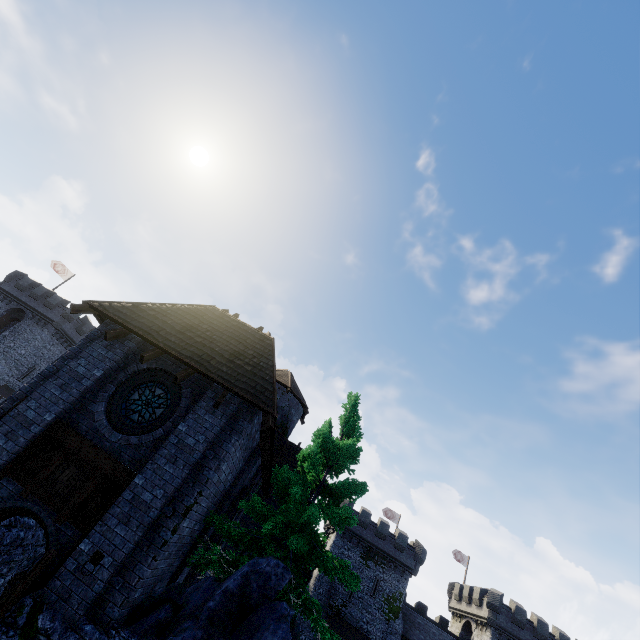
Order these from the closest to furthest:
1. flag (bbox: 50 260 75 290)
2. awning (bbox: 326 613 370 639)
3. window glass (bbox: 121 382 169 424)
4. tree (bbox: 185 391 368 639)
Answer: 1. tree (bbox: 185 391 368 639)
2. window glass (bbox: 121 382 169 424)
3. awning (bbox: 326 613 370 639)
4. flag (bbox: 50 260 75 290)

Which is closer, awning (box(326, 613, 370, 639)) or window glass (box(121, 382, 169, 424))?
window glass (box(121, 382, 169, 424))

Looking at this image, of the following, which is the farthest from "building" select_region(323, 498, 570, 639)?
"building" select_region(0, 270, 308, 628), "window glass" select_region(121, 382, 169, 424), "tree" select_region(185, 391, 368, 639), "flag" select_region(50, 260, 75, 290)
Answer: "flag" select_region(50, 260, 75, 290)

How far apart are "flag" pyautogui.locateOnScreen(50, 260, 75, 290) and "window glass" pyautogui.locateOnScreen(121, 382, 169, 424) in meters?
44.0

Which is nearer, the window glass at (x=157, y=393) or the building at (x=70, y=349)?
the building at (x=70, y=349)

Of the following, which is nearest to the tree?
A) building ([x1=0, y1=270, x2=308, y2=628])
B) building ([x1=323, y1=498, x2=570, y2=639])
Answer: building ([x1=0, y1=270, x2=308, y2=628])

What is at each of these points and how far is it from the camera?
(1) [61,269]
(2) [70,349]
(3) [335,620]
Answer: (1) flag, 42.56m
(2) building, 9.72m
(3) awning, 34.72m

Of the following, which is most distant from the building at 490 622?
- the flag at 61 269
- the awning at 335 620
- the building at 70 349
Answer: the flag at 61 269
